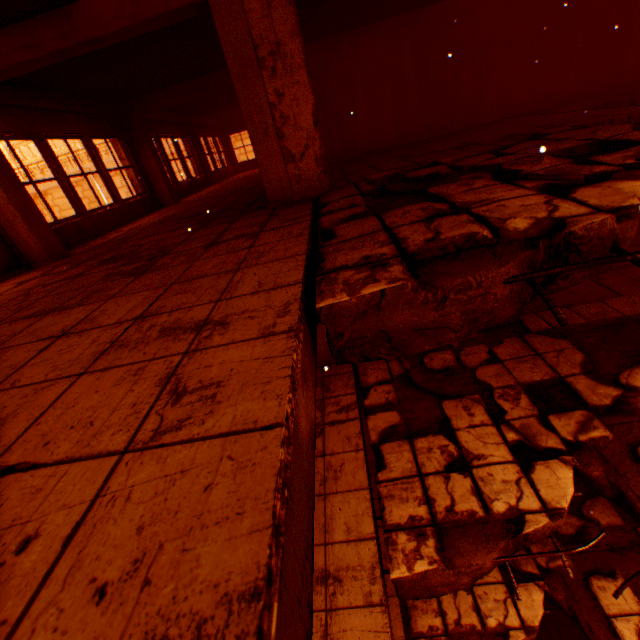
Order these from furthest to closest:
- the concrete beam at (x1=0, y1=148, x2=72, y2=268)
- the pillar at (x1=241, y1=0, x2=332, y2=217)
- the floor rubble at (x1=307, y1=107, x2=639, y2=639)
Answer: the concrete beam at (x1=0, y1=148, x2=72, y2=268) < the pillar at (x1=241, y1=0, x2=332, y2=217) < the floor rubble at (x1=307, y1=107, x2=639, y2=639)

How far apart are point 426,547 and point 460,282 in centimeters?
294cm

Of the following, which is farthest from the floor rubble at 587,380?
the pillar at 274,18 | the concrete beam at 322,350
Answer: the concrete beam at 322,350

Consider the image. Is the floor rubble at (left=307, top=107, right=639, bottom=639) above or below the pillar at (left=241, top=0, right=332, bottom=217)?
below

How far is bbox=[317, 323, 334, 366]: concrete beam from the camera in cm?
579

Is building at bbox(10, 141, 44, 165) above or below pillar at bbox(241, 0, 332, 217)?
above

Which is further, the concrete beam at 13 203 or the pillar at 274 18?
the concrete beam at 13 203

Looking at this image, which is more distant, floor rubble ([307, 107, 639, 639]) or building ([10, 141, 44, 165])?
building ([10, 141, 44, 165])
